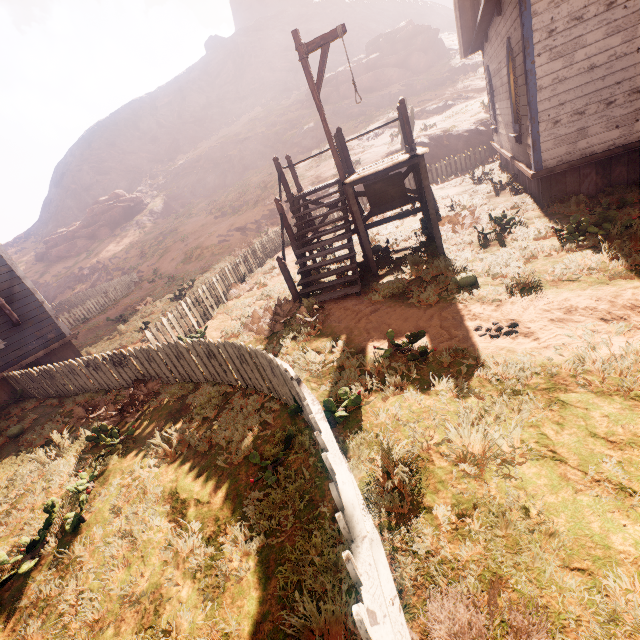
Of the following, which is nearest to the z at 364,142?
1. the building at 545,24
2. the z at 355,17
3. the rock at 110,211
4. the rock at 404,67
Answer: the building at 545,24

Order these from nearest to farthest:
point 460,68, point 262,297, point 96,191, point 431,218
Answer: point 431,218 < point 262,297 < point 460,68 < point 96,191

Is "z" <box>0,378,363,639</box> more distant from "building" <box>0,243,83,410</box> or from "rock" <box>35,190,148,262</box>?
"rock" <box>35,190,148,262</box>

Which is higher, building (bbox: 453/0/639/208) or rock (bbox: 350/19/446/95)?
rock (bbox: 350/19/446/95)

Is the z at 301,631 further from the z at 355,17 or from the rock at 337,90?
the rock at 337,90

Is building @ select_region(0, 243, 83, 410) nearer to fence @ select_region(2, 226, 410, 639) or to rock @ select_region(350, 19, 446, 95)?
fence @ select_region(2, 226, 410, 639)

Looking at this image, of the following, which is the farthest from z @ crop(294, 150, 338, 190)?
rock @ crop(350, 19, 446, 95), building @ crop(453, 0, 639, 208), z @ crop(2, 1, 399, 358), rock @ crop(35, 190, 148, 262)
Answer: rock @ crop(350, 19, 446, 95)

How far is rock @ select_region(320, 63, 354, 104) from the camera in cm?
3925
